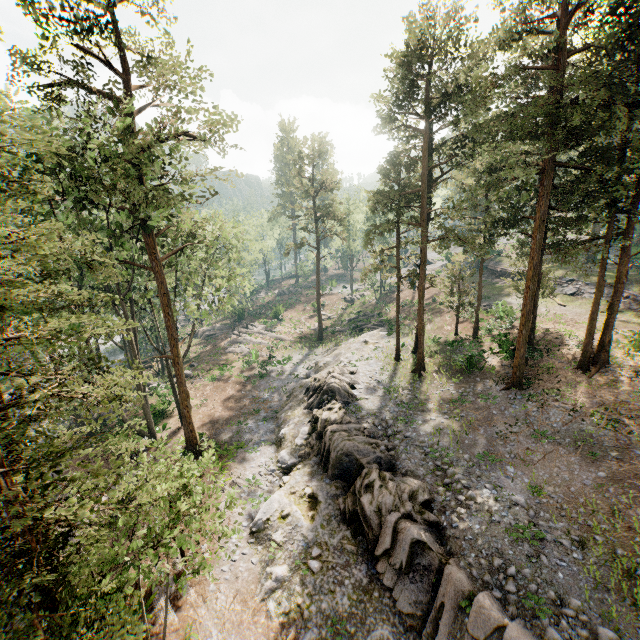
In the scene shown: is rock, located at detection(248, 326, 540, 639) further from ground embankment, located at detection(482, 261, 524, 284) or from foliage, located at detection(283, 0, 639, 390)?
ground embankment, located at detection(482, 261, 524, 284)

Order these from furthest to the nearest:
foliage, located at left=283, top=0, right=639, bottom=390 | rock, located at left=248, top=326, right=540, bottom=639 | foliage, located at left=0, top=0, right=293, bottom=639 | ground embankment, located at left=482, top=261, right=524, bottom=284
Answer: ground embankment, located at left=482, top=261, right=524, bottom=284 < foliage, located at left=283, top=0, right=639, bottom=390 < rock, located at left=248, top=326, right=540, bottom=639 < foliage, located at left=0, top=0, right=293, bottom=639

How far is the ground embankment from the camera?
45.0m

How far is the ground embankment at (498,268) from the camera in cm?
4500

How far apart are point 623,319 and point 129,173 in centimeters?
3958cm

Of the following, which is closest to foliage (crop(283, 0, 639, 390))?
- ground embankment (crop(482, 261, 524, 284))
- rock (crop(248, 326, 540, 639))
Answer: rock (crop(248, 326, 540, 639))

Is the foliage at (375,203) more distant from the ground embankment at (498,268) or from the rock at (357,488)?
the ground embankment at (498,268)
